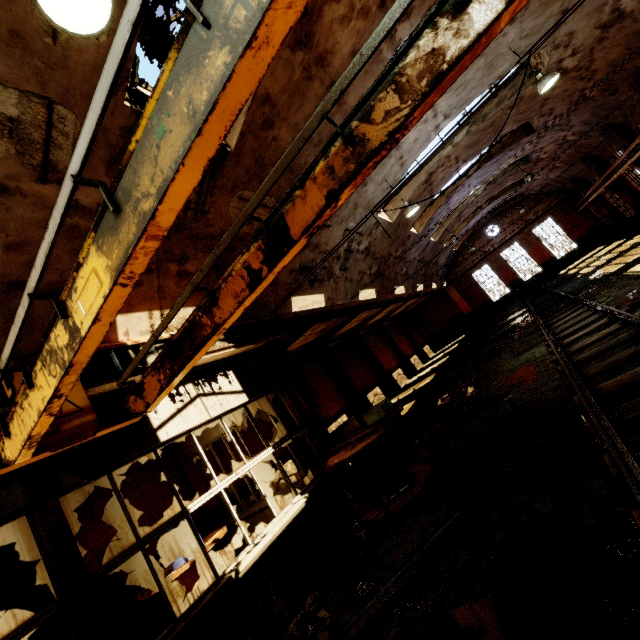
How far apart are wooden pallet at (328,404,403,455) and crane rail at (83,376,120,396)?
2.9 meters

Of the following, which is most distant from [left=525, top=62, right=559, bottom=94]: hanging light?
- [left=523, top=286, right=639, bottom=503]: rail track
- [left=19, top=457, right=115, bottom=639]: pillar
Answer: [left=19, top=457, right=115, bottom=639]: pillar

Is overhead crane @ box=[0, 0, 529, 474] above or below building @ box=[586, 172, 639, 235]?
above

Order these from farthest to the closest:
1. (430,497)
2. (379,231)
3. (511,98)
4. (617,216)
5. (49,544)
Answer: (617,216) < (379,231) < (511,98) < (430,497) < (49,544)

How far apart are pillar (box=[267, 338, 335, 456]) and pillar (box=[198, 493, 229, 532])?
4.2m

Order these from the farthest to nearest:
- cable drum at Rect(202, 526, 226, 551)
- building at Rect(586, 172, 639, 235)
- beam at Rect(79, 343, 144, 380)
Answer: building at Rect(586, 172, 639, 235) → cable drum at Rect(202, 526, 226, 551) → beam at Rect(79, 343, 144, 380)

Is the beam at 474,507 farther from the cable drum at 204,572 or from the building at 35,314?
the building at 35,314

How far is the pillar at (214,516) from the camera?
9.4 meters
